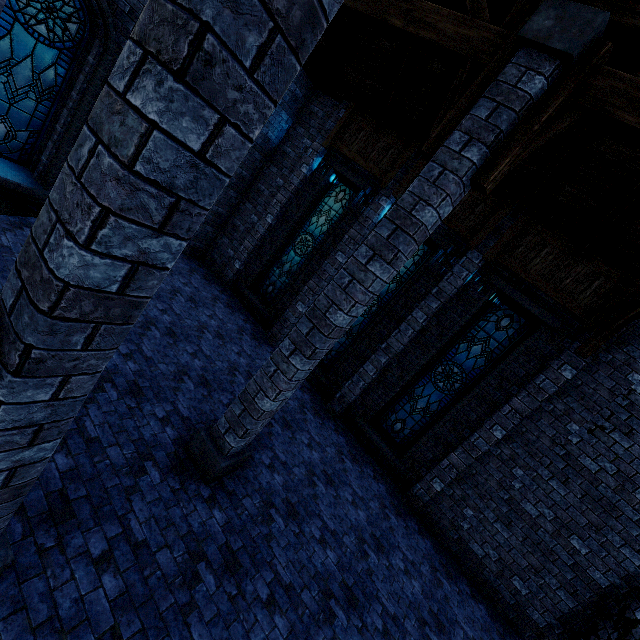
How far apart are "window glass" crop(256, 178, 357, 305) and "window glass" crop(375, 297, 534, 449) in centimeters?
489cm

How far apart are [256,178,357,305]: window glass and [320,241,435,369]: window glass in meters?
1.9 m

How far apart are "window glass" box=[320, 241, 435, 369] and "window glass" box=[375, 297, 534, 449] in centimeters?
188cm

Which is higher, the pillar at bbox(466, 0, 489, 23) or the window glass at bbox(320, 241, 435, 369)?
the pillar at bbox(466, 0, 489, 23)

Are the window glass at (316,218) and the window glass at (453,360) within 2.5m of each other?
no

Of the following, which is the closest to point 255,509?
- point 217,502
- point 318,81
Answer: point 217,502

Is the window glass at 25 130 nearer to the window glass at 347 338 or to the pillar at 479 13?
the pillar at 479 13

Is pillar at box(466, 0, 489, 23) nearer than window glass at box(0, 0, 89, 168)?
Yes
